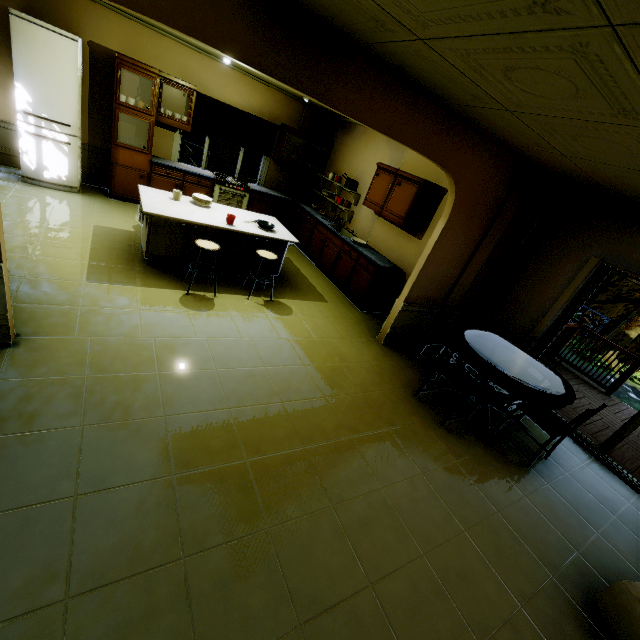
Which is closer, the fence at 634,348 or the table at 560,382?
the table at 560,382

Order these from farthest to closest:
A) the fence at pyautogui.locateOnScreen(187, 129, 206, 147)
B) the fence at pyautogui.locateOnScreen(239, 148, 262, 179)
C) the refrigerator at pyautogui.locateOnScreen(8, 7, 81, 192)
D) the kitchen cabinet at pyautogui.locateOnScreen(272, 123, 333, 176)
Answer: the fence at pyautogui.locateOnScreen(239, 148, 262, 179) < the fence at pyautogui.locateOnScreen(187, 129, 206, 147) < the kitchen cabinet at pyautogui.locateOnScreen(272, 123, 333, 176) < the refrigerator at pyautogui.locateOnScreen(8, 7, 81, 192)

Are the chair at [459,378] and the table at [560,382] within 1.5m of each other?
yes

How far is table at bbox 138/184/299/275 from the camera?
4.05m

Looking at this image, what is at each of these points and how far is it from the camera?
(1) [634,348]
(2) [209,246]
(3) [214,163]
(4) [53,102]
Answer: (1) fence, 10.15m
(2) chair, 3.90m
(3) fence, 10.46m
(4) refrigerator, 4.78m

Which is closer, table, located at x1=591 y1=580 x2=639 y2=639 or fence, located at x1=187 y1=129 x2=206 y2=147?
table, located at x1=591 y1=580 x2=639 y2=639

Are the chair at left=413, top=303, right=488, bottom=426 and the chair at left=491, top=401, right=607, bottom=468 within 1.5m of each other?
yes

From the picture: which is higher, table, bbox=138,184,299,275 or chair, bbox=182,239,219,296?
chair, bbox=182,239,219,296
